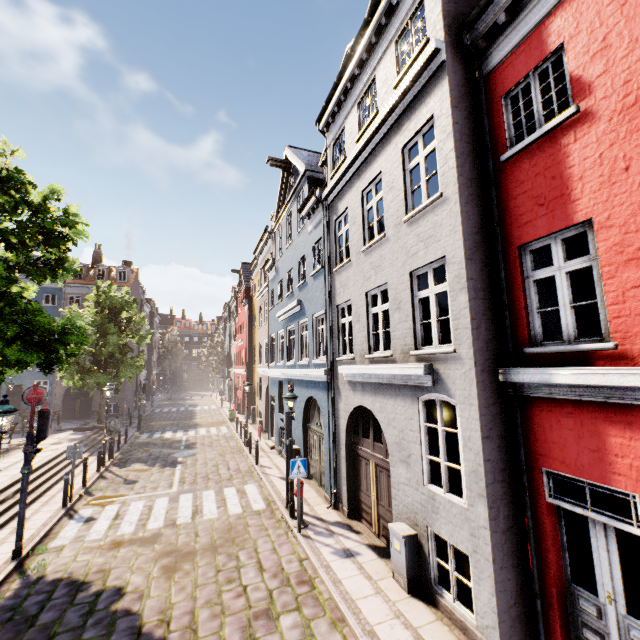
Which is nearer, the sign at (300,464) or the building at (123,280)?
the sign at (300,464)

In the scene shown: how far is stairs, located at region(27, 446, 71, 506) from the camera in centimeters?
1176cm

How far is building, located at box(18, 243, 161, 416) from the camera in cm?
3219

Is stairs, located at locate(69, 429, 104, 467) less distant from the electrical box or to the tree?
the tree

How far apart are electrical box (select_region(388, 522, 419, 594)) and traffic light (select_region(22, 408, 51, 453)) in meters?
8.9

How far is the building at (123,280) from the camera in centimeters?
3219cm

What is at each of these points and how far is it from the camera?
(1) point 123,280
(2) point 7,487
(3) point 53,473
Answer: (1) building, 35.12m
(2) stairs, 11.31m
(3) stairs, 13.52m
